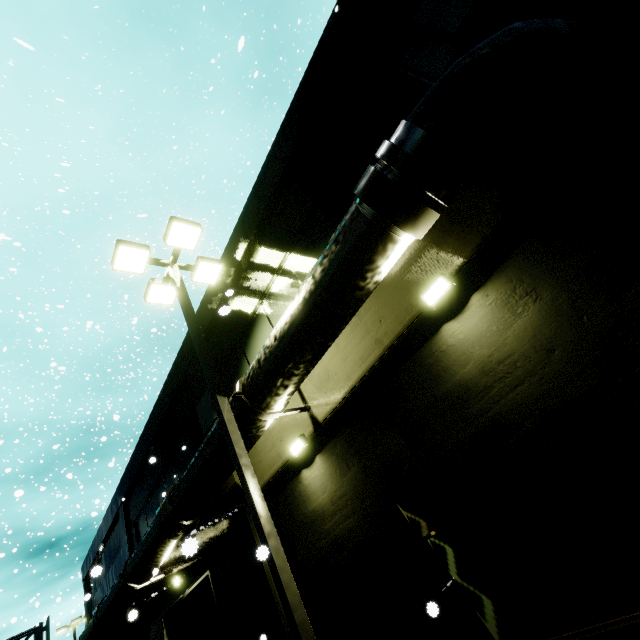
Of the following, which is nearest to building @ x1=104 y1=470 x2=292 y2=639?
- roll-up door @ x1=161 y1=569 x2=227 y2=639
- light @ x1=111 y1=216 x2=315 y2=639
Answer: roll-up door @ x1=161 y1=569 x2=227 y2=639

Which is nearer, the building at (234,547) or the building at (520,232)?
the building at (520,232)

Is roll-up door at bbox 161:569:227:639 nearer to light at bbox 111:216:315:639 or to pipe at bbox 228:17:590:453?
pipe at bbox 228:17:590:453

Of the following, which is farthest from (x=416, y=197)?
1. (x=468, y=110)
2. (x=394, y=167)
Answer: (x=468, y=110)

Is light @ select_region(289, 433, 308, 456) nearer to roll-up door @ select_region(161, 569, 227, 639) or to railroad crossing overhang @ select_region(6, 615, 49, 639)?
roll-up door @ select_region(161, 569, 227, 639)

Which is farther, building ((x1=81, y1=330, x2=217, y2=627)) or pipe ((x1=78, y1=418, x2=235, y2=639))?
building ((x1=81, y1=330, x2=217, y2=627))

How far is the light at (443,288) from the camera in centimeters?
477cm

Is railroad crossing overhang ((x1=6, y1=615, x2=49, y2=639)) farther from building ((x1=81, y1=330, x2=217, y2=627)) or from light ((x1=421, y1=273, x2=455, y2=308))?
light ((x1=421, y1=273, x2=455, y2=308))
